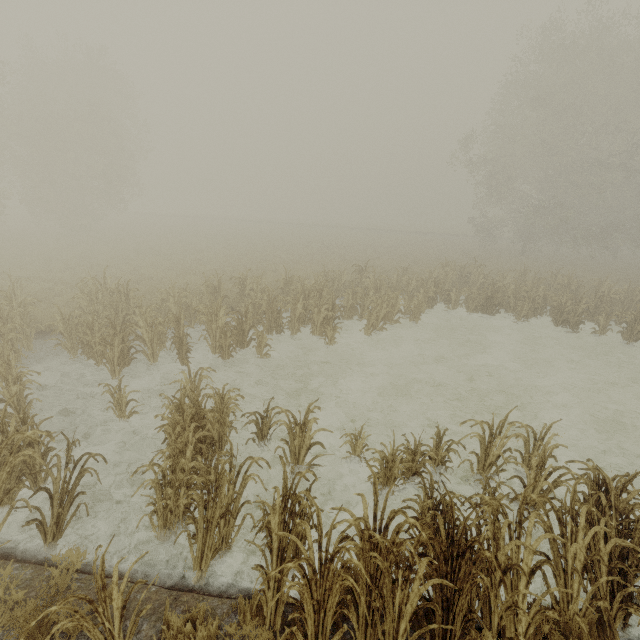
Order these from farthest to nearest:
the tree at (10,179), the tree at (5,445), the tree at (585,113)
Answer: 1. the tree at (10,179)
2. the tree at (5,445)
3. the tree at (585,113)

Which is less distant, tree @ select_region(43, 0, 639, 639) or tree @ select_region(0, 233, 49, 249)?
tree @ select_region(43, 0, 639, 639)

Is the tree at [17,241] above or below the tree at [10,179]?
below

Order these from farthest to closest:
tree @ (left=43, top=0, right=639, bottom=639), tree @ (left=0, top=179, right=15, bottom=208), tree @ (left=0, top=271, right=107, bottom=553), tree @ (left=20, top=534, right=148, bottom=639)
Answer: tree @ (left=0, top=179, right=15, bottom=208) → tree @ (left=0, top=271, right=107, bottom=553) → tree @ (left=43, top=0, right=639, bottom=639) → tree @ (left=20, top=534, right=148, bottom=639)

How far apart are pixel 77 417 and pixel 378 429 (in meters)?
7.09

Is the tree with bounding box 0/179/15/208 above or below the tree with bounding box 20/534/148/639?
above

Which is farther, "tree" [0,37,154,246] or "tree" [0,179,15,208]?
"tree" [0,37,154,246]
